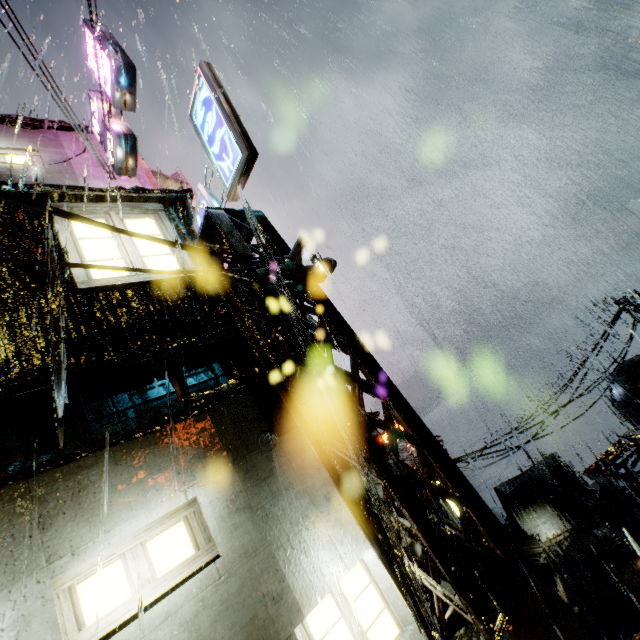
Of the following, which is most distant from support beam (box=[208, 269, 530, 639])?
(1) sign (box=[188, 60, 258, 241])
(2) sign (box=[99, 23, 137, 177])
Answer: (2) sign (box=[99, 23, 137, 177])

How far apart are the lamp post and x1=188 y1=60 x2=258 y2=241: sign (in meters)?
1.98

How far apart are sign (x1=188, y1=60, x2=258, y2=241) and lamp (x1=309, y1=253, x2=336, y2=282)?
2.4 meters

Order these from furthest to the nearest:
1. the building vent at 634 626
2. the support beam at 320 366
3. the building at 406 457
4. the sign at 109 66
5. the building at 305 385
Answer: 1. the building vent at 634 626
2. the sign at 109 66
3. the building at 305 385
4. the building at 406 457
5. the support beam at 320 366

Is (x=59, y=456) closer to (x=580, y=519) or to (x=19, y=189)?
(x=19, y=189)

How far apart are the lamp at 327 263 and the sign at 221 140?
2.37m

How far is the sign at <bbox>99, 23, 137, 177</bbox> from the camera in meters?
9.0 m

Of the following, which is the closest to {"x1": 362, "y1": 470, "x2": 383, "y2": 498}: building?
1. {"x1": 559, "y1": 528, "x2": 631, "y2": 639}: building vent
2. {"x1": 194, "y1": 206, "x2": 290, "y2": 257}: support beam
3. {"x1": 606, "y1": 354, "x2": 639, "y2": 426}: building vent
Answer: {"x1": 606, "y1": 354, "x2": 639, "y2": 426}: building vent
